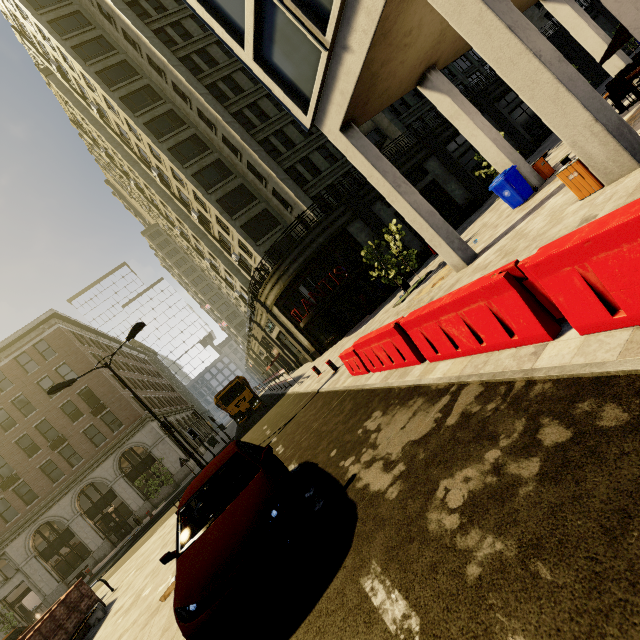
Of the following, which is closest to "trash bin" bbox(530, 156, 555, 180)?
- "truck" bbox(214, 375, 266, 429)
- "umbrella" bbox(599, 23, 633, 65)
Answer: "umbrella" bbox(599, 23, 633, 65)

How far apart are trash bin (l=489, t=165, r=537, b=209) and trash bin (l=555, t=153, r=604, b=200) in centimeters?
473cm

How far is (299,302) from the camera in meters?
23.8

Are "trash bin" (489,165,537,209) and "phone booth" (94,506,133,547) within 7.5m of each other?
no

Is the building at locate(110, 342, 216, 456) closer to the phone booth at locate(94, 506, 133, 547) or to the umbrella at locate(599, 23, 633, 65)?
the phone booth at locate(94, 506, 133, 547)

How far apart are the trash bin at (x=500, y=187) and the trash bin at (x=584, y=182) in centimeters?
473cm

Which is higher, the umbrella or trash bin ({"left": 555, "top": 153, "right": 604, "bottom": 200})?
the umbrella

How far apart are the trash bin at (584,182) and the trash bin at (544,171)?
6.13m
